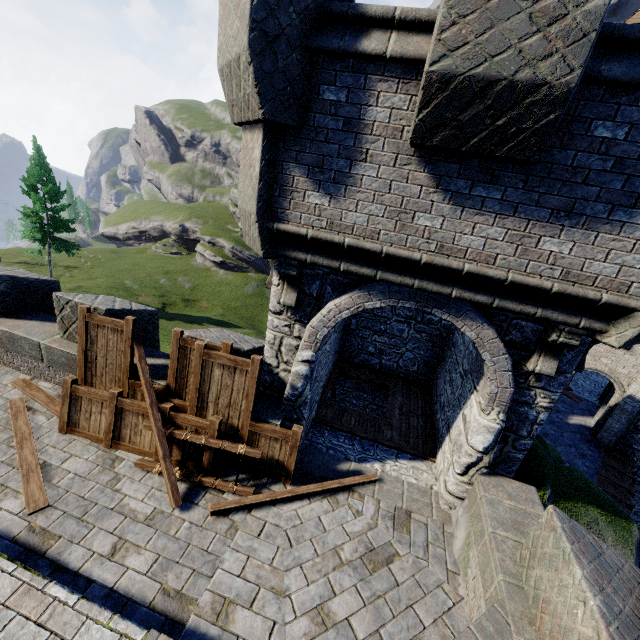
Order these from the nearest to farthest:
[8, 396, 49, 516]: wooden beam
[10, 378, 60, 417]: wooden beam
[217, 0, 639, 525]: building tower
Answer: [217, 0, 639, 525]: building tower
[8, 396, 49, 516]: wooden beam
[10, 378, 60, 417]: wooden beam

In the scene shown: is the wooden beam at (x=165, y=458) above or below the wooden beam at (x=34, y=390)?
above

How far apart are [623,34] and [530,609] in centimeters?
611cm

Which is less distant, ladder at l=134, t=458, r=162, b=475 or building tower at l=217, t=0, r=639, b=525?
building tower at l=217, t=0, r=639, b=525

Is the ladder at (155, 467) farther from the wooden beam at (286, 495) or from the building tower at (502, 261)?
the building tower at (502, 261)

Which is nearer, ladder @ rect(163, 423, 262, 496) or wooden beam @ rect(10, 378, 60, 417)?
ladder @ rect(163, 423, 262, 496)

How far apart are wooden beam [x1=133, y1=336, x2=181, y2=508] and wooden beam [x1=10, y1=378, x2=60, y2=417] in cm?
161
